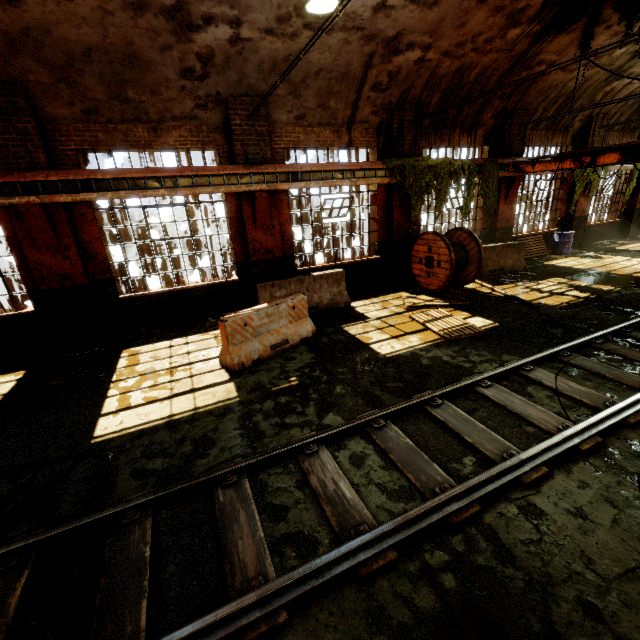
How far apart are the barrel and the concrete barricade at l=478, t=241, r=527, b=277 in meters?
3.5 m

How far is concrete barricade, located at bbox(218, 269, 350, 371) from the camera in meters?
6.2 m

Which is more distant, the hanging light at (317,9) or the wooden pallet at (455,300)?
the wooden pallet at (455,300)

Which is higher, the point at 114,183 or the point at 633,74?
the point at 633,74

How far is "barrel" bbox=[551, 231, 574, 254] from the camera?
13.9m

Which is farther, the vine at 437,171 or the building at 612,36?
the vine at 437,171

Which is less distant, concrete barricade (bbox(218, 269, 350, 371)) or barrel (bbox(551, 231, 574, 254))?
concrete barricade (bbox(218, 269, 350, 371))

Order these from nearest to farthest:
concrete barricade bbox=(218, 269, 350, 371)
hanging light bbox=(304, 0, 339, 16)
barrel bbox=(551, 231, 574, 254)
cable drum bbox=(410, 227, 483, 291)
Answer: hanging light bbox=(304, 0, 339, 16), concrete barricade bbox=(218, 269, 350, 371), cable drum bbox=(410, 227, 483, 291), barrel bbox=(551, 231, 574, 254)
